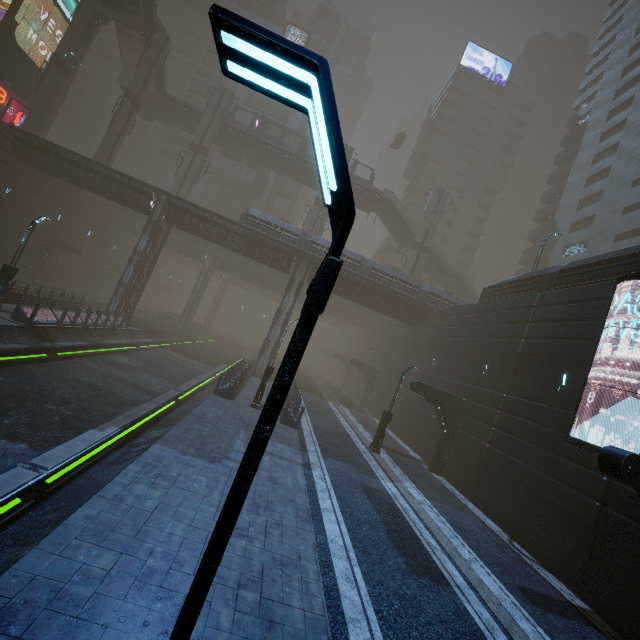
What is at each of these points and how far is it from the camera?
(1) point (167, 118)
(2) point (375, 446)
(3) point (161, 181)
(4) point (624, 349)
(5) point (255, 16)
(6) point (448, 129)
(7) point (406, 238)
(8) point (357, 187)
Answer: (1) bridge, 44.1m
(2) street light, 18.9m
(3) building, 54.7m
(4) building, 12.2m
(5) building, 57.6m
(6) building, 59.2m
(7) stairs, 45.5m
(8) bridge, 43.5m

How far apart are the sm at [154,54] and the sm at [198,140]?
5.44m

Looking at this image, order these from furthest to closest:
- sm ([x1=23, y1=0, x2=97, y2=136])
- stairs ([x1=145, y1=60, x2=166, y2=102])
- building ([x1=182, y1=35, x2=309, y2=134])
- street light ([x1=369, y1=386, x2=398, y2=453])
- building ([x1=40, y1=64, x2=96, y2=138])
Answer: building ([x1=182, y1=35, x2=309, y2=134]), building ([x1=40, y1=64, x2=96, y2=138]), stairs ([x1=145, y1=60, x2=166, y2=102]), sm ([x1=23, y1=0, x2=97, y2=136]), street light ([x1=369, y1=386, x2=398, y2=453])

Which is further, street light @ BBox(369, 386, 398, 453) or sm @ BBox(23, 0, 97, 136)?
sm @ BBox(23, 0, 97, 136)

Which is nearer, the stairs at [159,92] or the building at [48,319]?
the building at [48,319]

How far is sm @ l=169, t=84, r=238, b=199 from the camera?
38.6 meters

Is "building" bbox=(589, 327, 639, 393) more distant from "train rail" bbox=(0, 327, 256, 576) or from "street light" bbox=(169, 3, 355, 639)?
"street light" bbox=(169, 3, 355, 639)

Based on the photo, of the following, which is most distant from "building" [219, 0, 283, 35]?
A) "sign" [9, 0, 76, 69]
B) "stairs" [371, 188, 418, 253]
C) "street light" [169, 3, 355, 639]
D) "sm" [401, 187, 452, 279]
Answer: "street light" [169, 3, 355, 639]
